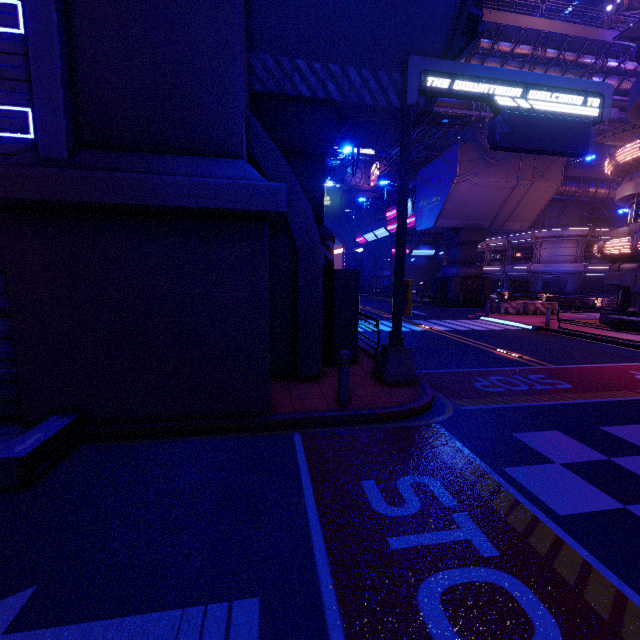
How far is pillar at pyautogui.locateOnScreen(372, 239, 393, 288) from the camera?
56.8m

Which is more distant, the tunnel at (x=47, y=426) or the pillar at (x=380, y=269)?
the pillar at (x=380, y=269)

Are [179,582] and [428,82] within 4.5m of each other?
no

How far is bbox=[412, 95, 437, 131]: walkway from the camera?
8.80m

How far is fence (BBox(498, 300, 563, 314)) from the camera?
23.0 meters

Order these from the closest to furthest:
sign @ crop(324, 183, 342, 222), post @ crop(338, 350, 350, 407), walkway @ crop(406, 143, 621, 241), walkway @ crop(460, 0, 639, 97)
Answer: post @ crop(338, 350, 350, 407), walkway @ crop(460, 0, 639, 97), walkway @ crop(406, 143, 621, 241), sign @ crop(324, 183, 342, 222)

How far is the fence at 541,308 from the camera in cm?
2305

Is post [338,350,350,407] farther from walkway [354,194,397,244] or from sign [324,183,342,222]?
sign [324,183,342,222]
